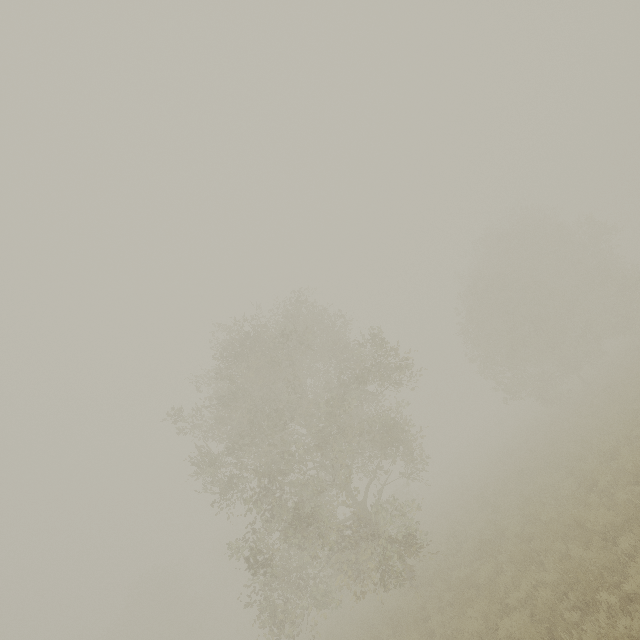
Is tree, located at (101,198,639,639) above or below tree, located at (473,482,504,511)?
above

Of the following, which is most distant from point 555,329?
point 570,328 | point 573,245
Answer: point 573,245

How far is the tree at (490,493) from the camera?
17.00m

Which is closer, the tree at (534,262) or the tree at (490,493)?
the tree at (534,262)

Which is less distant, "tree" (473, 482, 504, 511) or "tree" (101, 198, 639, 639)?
"tree" (101, 198, 639, 639)

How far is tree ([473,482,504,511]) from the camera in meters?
17.0
